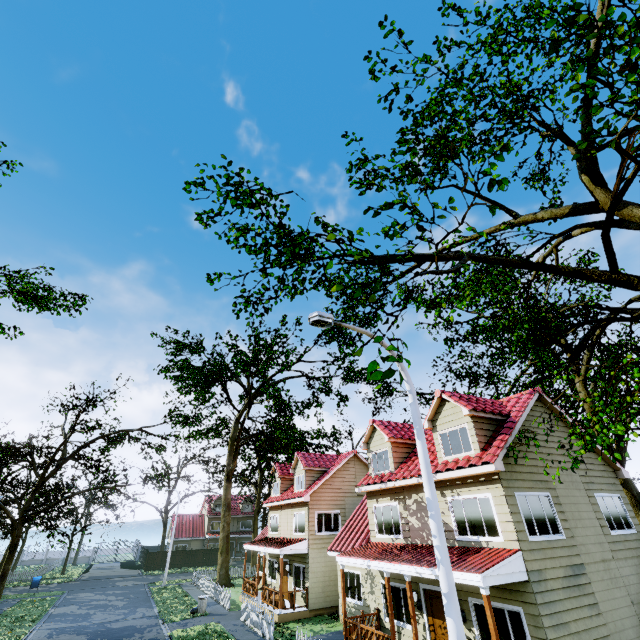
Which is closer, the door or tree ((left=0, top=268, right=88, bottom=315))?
the door

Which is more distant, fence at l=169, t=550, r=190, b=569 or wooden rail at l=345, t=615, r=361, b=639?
fence at l=169, t=550, r=190, b=569

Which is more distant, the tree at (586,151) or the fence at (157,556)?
the fence at (157,556)

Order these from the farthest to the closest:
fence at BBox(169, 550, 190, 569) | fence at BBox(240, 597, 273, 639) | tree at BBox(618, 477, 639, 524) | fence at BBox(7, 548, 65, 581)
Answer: fence at BBox(169, 550, 190, 569), fence at BBox(7, 548, 65, 581), tree at BBox(618, 477, 639, 524), fence at BBox(240, 597, 273, 639)

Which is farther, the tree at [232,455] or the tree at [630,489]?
the tree at [630,489]

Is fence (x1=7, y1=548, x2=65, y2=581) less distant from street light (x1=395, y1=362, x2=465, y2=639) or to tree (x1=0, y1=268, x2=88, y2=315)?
tree (x1=0, y1=268, x2=88, y2=315)

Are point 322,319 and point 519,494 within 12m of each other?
yes
